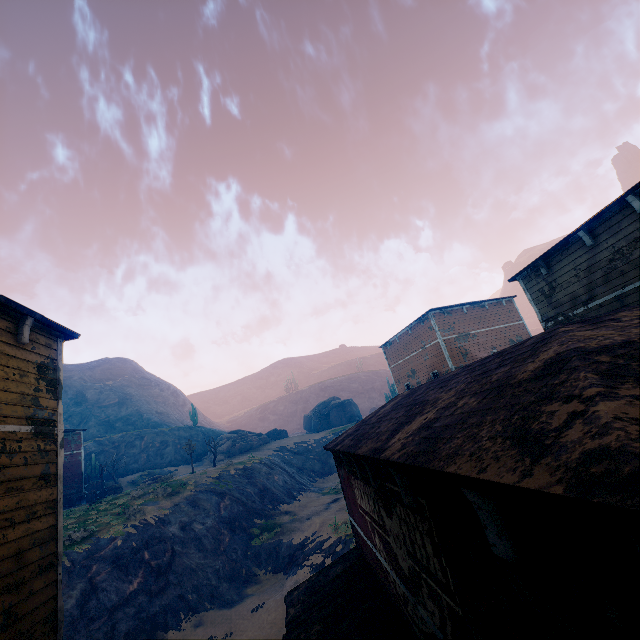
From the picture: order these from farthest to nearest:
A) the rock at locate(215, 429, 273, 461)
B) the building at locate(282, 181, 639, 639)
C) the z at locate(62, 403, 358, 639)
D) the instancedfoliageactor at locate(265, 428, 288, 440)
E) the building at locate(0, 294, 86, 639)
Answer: the instancedfoliageactor at locate(265, 428, 288, 440) < the rock at locate(215, 429, 273, 461) < the z at locate(62, 403, 358, 639) < the building at locate(0, 294, 86, 639) < the building at locate(282, 181, 639, 639)

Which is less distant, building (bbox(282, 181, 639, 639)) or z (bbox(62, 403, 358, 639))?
building (bbox(282, 181, 639, 639))

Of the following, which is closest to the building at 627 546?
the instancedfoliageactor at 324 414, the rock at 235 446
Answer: the rock at 235 446

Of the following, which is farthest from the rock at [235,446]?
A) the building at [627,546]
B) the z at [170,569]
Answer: the building at [627,546]

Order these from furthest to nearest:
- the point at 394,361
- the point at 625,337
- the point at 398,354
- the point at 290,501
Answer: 1. the point at 290,501
2. the point at 394,361
3. the point at 398,354
4. the point at 625,337

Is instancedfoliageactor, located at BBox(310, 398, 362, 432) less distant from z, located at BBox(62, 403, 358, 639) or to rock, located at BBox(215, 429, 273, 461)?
rock, located at BBox(215, 429, 273, 461)

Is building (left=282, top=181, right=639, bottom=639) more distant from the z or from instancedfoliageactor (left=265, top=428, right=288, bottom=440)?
instancedfoliageactor (left=265, top=428, right=288, bottom=440)

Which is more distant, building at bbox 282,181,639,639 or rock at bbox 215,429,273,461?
rock at bbox 215,429,273,461
